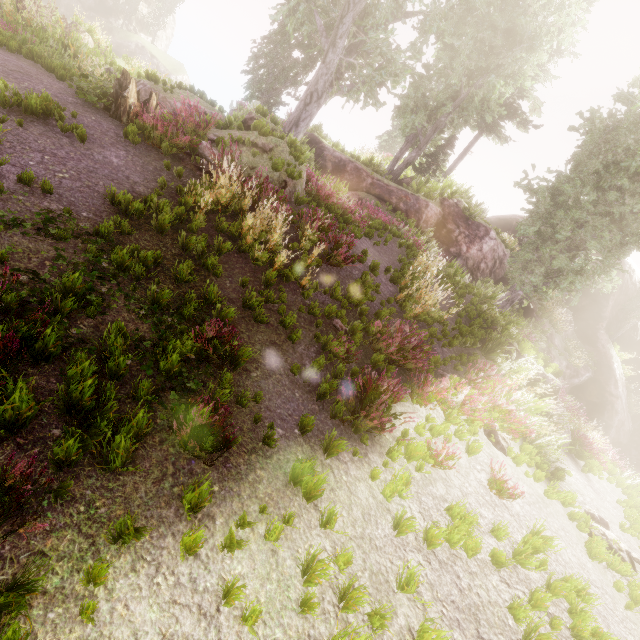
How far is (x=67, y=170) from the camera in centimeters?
588cm

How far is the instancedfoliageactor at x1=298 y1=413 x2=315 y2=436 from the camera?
4.7 meters

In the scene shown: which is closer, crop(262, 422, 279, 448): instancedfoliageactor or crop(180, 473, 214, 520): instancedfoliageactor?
crop(180, 473, 214, 520): instancedfoliageactor

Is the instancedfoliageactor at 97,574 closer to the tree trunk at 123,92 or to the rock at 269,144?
the rock at 269,144

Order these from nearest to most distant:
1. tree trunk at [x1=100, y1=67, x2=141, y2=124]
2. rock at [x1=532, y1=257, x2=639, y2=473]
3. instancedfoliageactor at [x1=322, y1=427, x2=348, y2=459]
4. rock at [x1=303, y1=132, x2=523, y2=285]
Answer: instancedfoliageactor at [x1=322, y1=427, x2=348, y2=459] → tree trunk at [x1=100, y1=67, x2=141, y2=124] → rock at [x1=303, y1=132, x2=523, y2=285] → rock at [x1=532, y1=257, x2=639, y2=473]

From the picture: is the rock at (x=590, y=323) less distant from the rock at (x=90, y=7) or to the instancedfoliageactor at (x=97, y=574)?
the instancedfoliageactor at (x=97, y=574)

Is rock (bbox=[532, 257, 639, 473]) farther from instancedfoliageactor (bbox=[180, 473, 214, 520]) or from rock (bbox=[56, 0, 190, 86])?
rock (bbox=[56, 0, 190, 86])

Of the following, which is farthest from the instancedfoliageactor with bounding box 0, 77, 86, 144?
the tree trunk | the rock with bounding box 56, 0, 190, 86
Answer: the tree trunk
